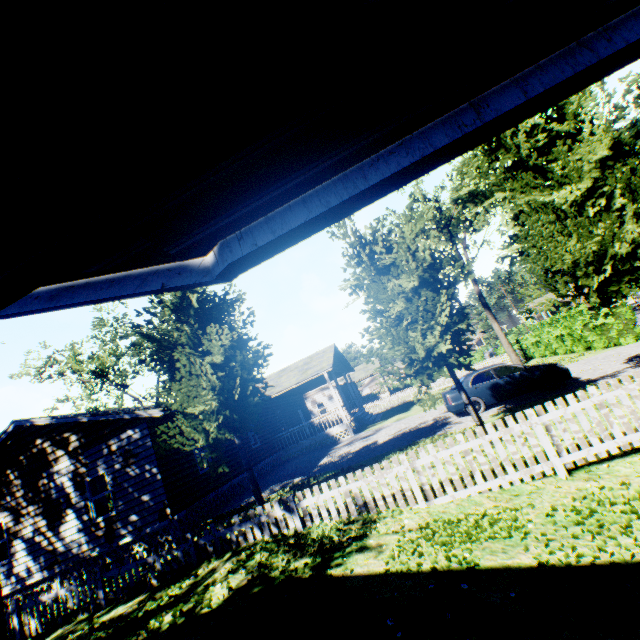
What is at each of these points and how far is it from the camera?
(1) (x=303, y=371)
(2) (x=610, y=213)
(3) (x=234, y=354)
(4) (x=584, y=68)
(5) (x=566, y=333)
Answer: (1) house, 22.3 meters
(2) tree, 7.3 meters
(3) tree, 9.7 meters
(4) house, 1.3 meters
(5) hedge, 22.0 meters

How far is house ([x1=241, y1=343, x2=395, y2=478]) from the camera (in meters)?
19.80

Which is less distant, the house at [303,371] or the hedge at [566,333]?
the hedge at [566,333]

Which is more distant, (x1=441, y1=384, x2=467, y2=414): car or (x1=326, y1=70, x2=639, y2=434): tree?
(x1=441, y1=384, x2=467, y2=414): car

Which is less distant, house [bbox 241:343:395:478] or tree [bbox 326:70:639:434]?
tree [bbox 326:70:639:434]

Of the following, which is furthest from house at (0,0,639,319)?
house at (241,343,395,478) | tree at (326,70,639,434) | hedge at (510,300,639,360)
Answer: hedge at (510,300,639,360)

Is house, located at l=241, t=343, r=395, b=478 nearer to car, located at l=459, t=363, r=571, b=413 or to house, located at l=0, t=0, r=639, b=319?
car, located at l=459, t=363, r=571, b=413

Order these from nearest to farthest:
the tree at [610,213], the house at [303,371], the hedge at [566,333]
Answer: the tree at [610,213]
the hedge at [566,333]
the house at [303,371]
